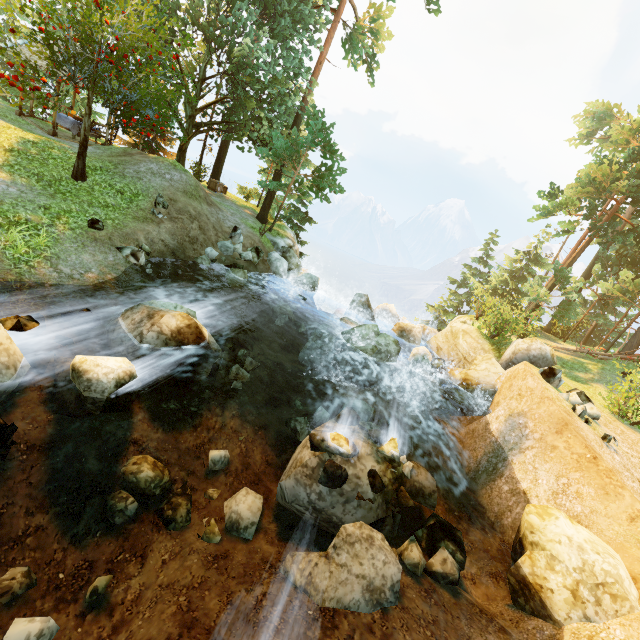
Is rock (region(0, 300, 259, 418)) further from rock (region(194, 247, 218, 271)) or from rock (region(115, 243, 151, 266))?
rock (region(194, 247, 218, 271))

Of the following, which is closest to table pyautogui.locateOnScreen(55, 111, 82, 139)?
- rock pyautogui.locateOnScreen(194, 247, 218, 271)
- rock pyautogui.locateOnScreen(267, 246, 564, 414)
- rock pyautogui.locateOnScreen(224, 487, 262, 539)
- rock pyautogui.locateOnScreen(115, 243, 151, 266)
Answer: rock pyautogui.locateOnScreen(194, 247, 218, 271)

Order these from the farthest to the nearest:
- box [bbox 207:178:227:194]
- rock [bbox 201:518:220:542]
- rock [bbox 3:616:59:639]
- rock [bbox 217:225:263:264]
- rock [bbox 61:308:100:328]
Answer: box [bbox 207:178:227:194] < rock [bbox 217:225:263:264] < rock [bbox 61:308:100:328] < rock [bbox 201:518:220:542] < rock [bbox 3:616:59:639]

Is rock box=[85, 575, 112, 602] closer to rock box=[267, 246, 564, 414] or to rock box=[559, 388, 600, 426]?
rock box=[267, 246, 564, 414]

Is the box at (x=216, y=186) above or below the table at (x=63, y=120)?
below

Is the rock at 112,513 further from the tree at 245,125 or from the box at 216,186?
the box at 216,186

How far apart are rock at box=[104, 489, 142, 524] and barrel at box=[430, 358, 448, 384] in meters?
10.7

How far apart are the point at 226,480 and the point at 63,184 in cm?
1239
